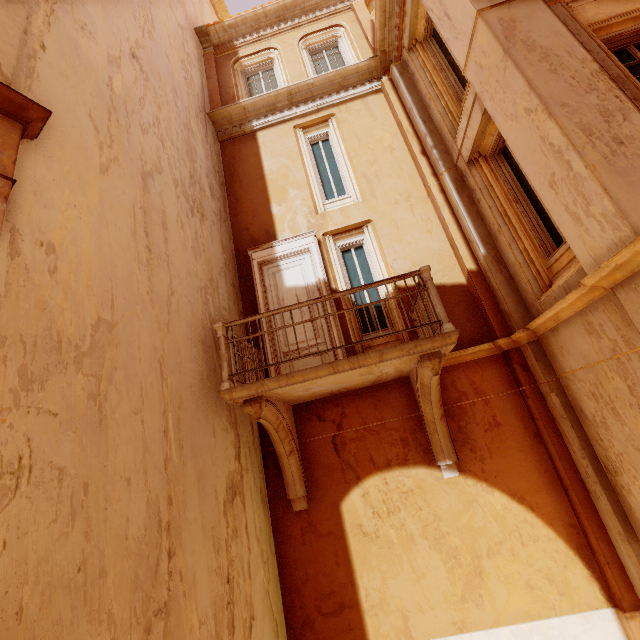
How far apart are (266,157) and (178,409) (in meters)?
7.45

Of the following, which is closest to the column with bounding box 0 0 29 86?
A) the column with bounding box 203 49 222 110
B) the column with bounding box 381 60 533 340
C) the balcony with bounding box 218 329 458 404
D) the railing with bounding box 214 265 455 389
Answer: the railing with bounding box 214 265 455 389

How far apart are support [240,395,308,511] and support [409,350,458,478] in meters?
2.3 m

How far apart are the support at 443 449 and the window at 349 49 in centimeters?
858cm

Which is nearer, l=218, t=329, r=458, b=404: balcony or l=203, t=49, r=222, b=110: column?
l=218, t=329, r=458, b=404: balcony

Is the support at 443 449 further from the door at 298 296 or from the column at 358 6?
the column at 358 6

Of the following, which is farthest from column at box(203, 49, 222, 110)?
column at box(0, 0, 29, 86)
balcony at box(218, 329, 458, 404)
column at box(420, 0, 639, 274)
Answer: balcony at box(218, 329, 458, 404)

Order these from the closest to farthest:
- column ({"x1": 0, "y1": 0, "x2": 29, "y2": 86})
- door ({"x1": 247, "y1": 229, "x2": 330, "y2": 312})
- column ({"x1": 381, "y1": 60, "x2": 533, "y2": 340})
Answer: column ({"x1": 0, "y1": 0, "x2": 29, "y2": 86}) → column ({"x1": 381, "y1": 60, "x2": 533, "y2": 340}) → door ({"x1": 247, "y1": 229, "x2": 330, "y2": 312})
